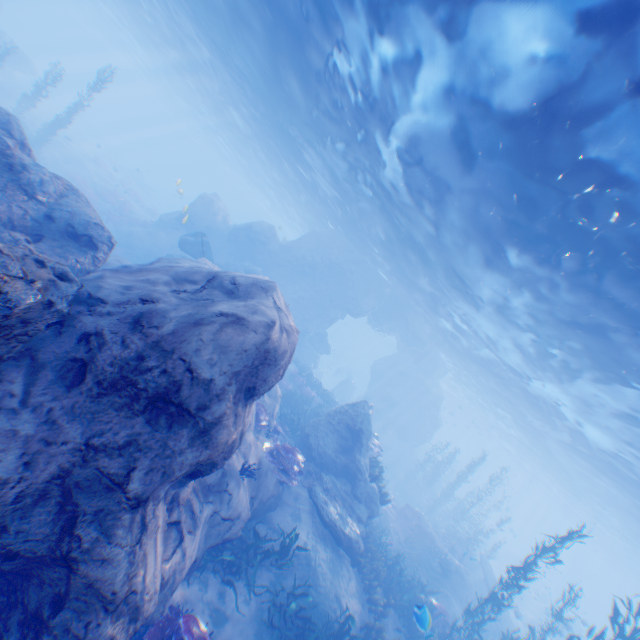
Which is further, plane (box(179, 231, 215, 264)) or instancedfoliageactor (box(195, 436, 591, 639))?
plane (box(179, 231, 215, 264))

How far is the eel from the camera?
16.0 meters

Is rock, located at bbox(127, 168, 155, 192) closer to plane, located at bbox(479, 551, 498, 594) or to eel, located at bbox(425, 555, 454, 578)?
eel, located at bbox(425, 555, 454, 578)

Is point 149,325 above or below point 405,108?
below

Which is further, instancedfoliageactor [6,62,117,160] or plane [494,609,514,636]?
instancedfoliageactor [6,62,117,160]

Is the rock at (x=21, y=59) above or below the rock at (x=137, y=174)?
above

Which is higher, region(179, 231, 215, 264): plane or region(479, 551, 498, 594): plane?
region(179, 231, 215, 264): plane

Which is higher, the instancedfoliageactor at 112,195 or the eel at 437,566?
the eel at 437,566
